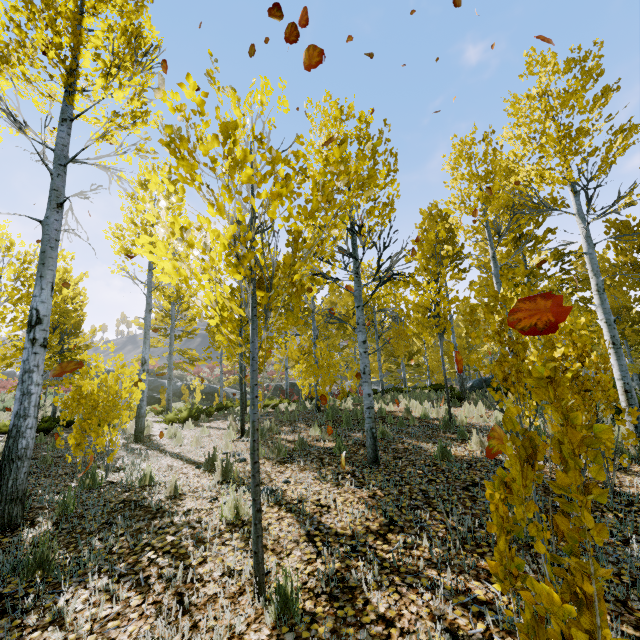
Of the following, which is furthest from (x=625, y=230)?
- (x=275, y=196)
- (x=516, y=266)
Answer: (x=275, y=196)

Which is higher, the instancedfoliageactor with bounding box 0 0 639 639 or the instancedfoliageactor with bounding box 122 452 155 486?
the instancedfoliageactor with bounding box 0 0 639 639

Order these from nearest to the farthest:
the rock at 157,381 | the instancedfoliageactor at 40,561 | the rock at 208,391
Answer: the instancedfoliageactor at 40,561, the rock at 157,381, the rock at 208,391

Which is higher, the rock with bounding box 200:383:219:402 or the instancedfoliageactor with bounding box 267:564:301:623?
the rock with bounding box 200:383:219:402

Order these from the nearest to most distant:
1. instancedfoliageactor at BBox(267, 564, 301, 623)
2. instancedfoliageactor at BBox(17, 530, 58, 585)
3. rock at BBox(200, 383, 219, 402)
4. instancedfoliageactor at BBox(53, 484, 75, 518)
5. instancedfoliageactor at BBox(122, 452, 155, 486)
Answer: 1. instancedfoliageactor at BBox(267, 564, 301, 623)
2. instancedfoliageactor at BBox(17, 530, 58, 585)
3. instancedfoliageactor at BBox(53, 484, 75, 518)
4. instancedfoliageactor at BBox(122, 452, 155, 486)
5. rock at BBox(200, 383, 219, 402)

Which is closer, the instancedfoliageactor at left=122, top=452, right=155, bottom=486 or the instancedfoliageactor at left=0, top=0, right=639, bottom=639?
the instancedfoliageactor at left=0, top=0, right=639, bottom=639

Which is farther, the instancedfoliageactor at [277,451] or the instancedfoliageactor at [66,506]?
the instancedfoliageactor at [277,451]
